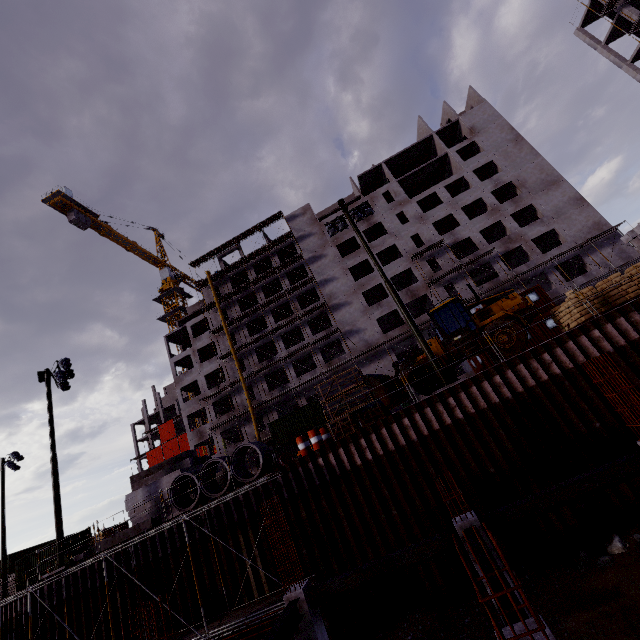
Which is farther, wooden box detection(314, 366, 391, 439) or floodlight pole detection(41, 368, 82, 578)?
floodlight pole detection(41, 368, 82, 578)

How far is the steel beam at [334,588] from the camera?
8.23m

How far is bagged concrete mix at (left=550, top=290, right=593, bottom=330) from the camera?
13.6 meters

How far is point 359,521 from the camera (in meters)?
12.60

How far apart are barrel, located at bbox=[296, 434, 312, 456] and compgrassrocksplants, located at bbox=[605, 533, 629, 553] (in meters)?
10.58

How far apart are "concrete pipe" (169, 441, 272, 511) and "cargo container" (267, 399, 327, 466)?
16.60m

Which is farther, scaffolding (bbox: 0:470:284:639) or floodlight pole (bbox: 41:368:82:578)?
floodlight pole (bbox: 41:368:82:578)

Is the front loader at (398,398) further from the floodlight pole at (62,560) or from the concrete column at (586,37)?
the concrete column at (586,37)
